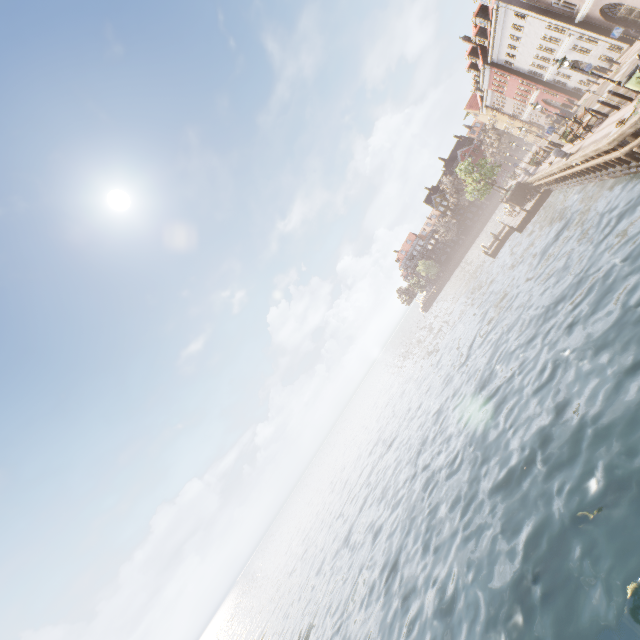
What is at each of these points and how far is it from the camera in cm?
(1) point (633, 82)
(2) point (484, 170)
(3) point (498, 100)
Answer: (1) trash bin, 1288
(2) tree, 3816
(3) building, 4706

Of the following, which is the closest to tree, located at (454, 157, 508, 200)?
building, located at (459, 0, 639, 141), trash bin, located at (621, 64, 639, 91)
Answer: building, located at (459, 0, 639, 141)

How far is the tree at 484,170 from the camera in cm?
3850

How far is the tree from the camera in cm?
3850

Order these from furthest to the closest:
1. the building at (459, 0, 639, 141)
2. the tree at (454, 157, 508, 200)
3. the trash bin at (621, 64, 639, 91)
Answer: the tree at (454, 157, 508, 200)
the building at (459, 0, 639, 141)
the trash bin at (621, 64, 639, 91)

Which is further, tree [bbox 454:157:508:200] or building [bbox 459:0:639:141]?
tree [bbox 454:157:508:200]

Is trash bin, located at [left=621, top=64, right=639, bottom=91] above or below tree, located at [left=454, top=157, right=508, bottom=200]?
below

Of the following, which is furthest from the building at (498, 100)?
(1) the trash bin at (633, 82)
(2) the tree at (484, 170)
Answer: (1) the trash bin at (633, 82)
